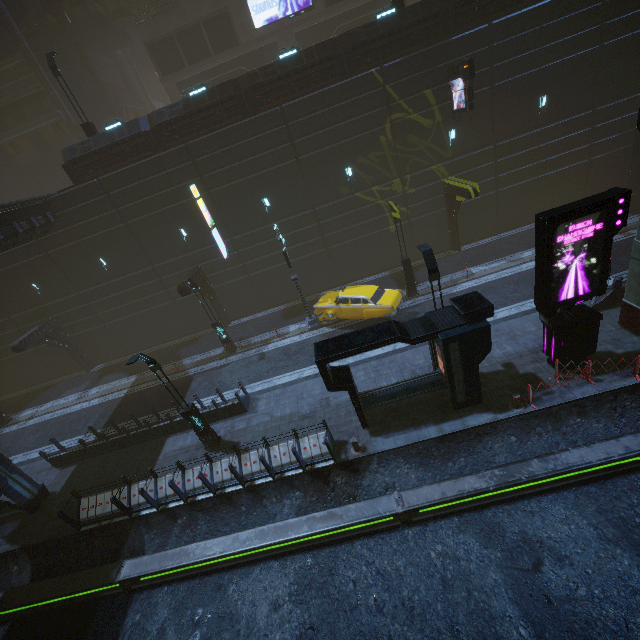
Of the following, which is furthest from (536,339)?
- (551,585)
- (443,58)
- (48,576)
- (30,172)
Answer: (30,172)

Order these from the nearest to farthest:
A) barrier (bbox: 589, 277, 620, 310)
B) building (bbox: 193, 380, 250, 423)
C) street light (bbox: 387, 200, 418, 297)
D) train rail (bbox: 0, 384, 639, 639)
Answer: train rail (bbox: 0, 384, 639, 639) → barrier (bbox: 589, 277, 620, 310) → building (bbox: 193, 380, 250, 423) → street light (bbox: 387, 200, 418, 297)

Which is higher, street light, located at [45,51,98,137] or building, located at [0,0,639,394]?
street light, located at [45,51,98,137]

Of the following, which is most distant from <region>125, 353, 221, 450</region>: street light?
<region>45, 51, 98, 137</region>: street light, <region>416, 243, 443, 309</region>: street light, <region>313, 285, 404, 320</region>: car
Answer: <region>45, 51, 98, 137</region>: street light

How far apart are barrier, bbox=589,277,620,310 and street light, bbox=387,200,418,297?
7.9m

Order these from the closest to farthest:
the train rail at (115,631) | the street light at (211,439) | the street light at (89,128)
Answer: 1. the train rail at (115,631)
2. the street light at (211,439)
3. the street light at (89,128)

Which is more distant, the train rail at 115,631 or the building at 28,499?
the building at 28,499

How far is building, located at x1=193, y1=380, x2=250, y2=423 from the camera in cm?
1524
